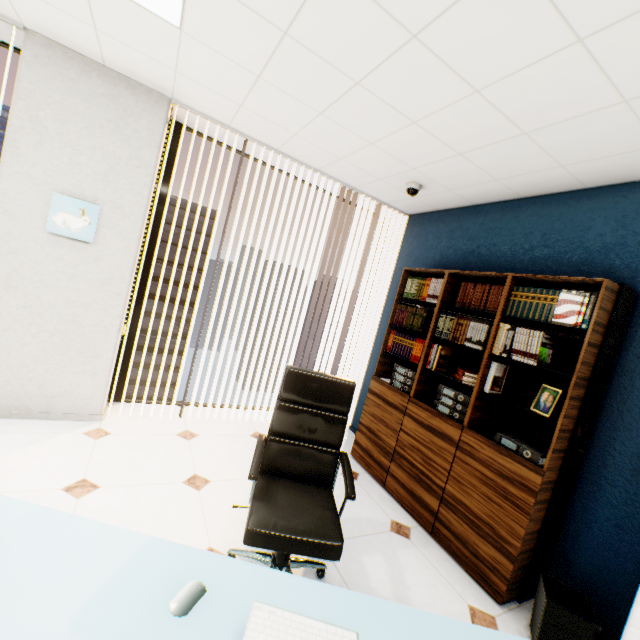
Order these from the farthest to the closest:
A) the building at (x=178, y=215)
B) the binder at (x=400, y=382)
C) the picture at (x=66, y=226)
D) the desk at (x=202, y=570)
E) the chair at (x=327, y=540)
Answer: the building at (x=178, y=215) < the binder at (x=400, y=382) < the picture at (x=66, y=226) < the chair at (x=327, y=540) < the desk at (x=202, y=570)

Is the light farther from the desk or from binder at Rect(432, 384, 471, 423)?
binder at Rect(432, 384, 471, 423)

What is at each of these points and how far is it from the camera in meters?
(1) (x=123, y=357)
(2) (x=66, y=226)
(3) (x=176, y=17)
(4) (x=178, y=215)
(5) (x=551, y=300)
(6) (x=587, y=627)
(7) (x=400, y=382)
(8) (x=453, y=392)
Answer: (1) window, 3.4
(2) picture, 2.6
(3) light, 1.9
(4) building, 53.2
(5) book, 2.2
(6) trash can, 1.7
(7) binder, 3.2
(8) binder, 2.7

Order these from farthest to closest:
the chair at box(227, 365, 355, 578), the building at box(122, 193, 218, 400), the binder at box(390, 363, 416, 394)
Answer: the building at box(122, 193, 218, 400)
the binder at box(390, 363, 416, 394)
the chair at box(227, 365, 355, 578)

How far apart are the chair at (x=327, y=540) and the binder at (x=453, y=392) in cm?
108

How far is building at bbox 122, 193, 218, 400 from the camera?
53.2m

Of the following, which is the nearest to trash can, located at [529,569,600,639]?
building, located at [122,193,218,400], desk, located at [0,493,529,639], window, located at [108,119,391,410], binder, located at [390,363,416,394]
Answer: desk, located at [0,493,529,639]

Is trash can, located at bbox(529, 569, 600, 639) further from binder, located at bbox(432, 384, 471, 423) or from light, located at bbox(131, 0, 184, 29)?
light, located at bbox(131, 0, 184, 29)
